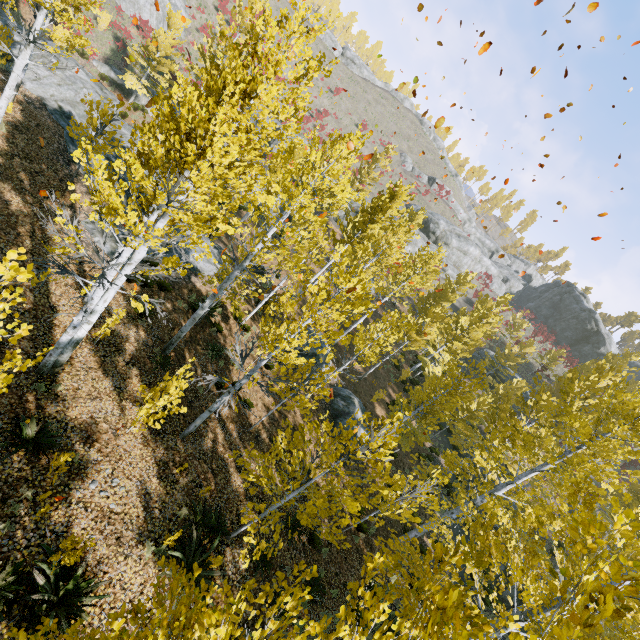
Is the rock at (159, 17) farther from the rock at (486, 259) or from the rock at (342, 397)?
the rock at (342, 397)

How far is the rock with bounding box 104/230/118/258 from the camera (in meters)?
12.26

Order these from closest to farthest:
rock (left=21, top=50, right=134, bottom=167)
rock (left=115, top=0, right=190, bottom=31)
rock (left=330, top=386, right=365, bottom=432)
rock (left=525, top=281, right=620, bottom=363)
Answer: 1. rock (left=21, top=50, right=134, bottom=167)
2. rock (left=330, top=386, right=365, bottom=432)
3. rock (left=115, top=0, right=190, bottom=31)
4. rock (left=525, top=281, right=620, bottom=363)

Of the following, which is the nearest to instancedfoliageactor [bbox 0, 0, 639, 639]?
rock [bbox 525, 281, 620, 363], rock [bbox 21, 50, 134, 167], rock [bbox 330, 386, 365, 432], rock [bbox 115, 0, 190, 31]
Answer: rock [bbox 21, 50, 134, 167]

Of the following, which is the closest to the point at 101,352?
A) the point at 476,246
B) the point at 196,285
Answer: the point at 196,285

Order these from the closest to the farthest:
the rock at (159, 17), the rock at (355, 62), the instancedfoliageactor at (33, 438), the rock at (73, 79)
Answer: the instancedfoliageactor at (33, 438)
the rock at (73, 79)
the rock at (159, 17)
the rock at (355, 62)

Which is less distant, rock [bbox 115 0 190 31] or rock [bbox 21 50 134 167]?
rock [bbox 21 50 134 167]

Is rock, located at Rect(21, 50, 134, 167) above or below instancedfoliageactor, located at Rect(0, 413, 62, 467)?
above
